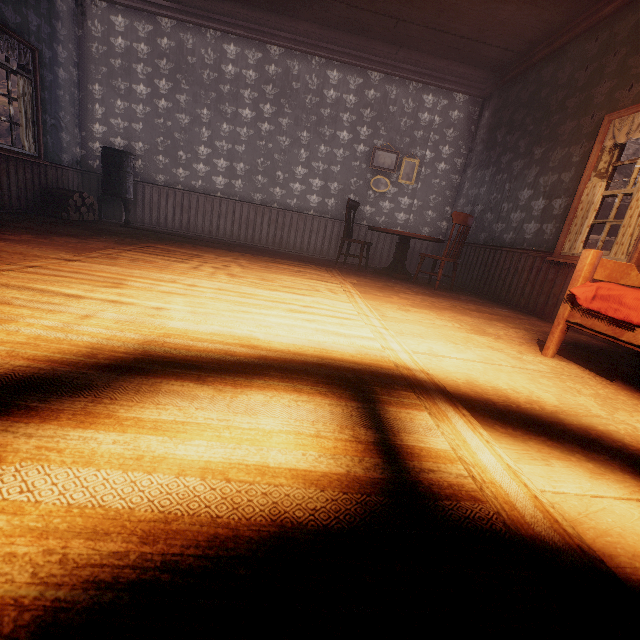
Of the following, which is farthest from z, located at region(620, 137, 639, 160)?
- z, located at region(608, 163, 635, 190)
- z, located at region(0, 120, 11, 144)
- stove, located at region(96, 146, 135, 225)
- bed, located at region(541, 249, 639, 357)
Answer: bed, located at region(541, 249, 639, 357)

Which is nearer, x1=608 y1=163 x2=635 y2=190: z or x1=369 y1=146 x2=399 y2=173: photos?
x1=369 y1=146 x2=399 y2=173: photos

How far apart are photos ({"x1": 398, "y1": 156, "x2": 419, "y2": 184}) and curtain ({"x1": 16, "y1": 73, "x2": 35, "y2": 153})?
6.5m

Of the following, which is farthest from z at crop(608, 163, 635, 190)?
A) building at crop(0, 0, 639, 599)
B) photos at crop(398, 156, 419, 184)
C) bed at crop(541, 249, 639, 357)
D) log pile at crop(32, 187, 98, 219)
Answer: log pile at crop(32, 187, 98, 219)

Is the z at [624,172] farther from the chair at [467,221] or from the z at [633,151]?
the chair at [467,221]

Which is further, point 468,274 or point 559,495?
point 468,274

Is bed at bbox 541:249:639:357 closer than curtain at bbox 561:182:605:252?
Yes

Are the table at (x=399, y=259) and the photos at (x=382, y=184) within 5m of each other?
yes
